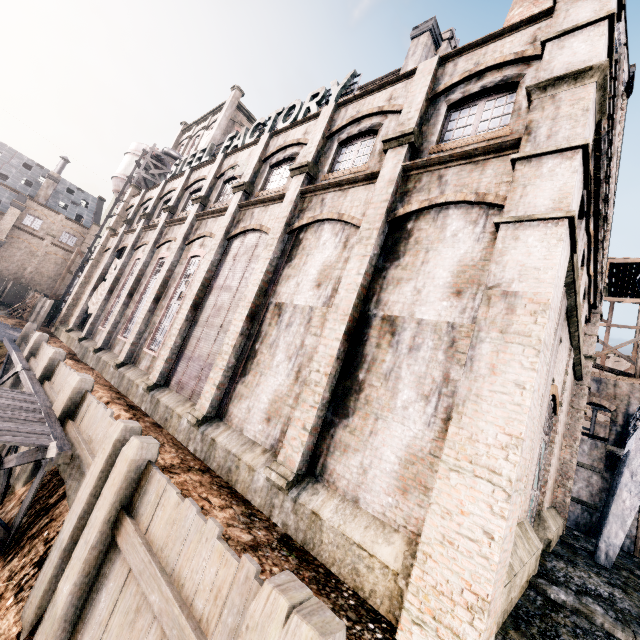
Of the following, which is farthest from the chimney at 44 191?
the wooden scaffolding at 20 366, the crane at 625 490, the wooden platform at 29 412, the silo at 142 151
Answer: the crane at 625 490

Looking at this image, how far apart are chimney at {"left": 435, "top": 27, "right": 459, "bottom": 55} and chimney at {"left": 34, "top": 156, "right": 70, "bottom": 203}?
52.7 meters

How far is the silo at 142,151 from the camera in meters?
33.9 m

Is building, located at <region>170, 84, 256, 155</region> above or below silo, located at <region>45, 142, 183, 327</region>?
above

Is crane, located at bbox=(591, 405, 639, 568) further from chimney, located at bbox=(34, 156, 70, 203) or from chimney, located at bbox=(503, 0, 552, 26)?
chimney, located at bbox=(34, 156, 70, 203)

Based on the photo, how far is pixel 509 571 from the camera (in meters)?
6.41

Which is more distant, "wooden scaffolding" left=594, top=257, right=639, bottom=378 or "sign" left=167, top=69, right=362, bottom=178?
"wooden scaffolding" left=594, top=257, right=639, bottom=378

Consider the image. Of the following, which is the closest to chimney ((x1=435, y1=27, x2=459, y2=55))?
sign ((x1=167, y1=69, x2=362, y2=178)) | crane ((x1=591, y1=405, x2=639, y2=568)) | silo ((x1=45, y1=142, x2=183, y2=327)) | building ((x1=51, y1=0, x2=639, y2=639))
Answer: building ((x1=51, y1=0, x2=639, y2=639))
